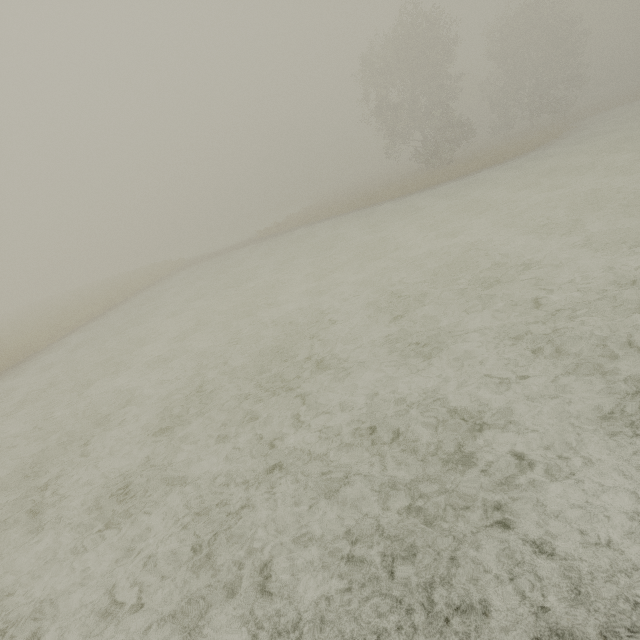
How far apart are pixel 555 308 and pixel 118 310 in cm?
2135
